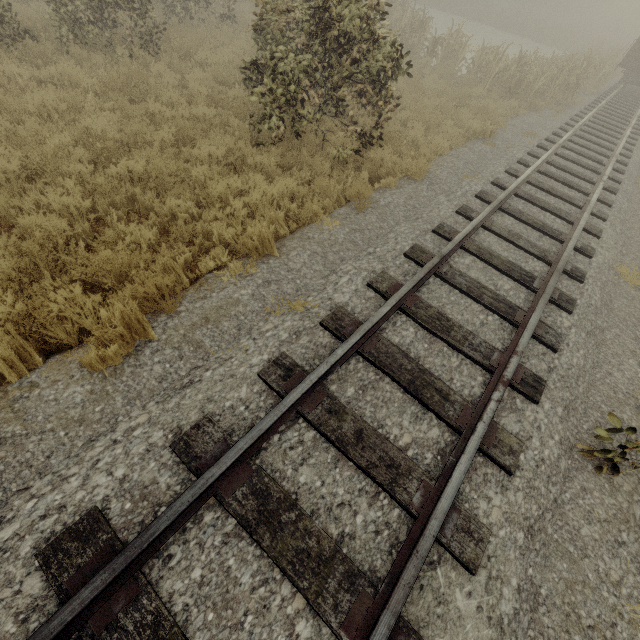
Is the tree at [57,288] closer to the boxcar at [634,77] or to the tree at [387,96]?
the tree at [387,96]

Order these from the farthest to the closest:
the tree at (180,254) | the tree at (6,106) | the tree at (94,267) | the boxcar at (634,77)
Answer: the boxcar at (634,77) < the tree at (6,106) < the tree at (180,254) < the tree at (94,267)

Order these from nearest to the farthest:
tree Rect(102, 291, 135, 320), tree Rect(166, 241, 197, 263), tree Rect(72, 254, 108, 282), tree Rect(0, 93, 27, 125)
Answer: tree Rect(102, 291, 135, 320) < tree Rect(72, 254, 108, 282) < tree Rect(166, 241, 197, 263) < tree Rect(0, 93, 27, 125)

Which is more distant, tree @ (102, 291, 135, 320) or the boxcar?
the boxcar

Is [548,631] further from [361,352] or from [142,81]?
[142,81]

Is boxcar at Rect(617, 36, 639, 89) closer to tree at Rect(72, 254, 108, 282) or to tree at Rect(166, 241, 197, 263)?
tree at Rect(166, 241, 197, 263)

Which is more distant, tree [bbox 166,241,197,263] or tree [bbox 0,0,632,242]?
tree [bbox 0,0,632,242]

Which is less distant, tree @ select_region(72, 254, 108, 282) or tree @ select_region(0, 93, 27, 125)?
tree @ select_region(72, 254, 108, 282)
